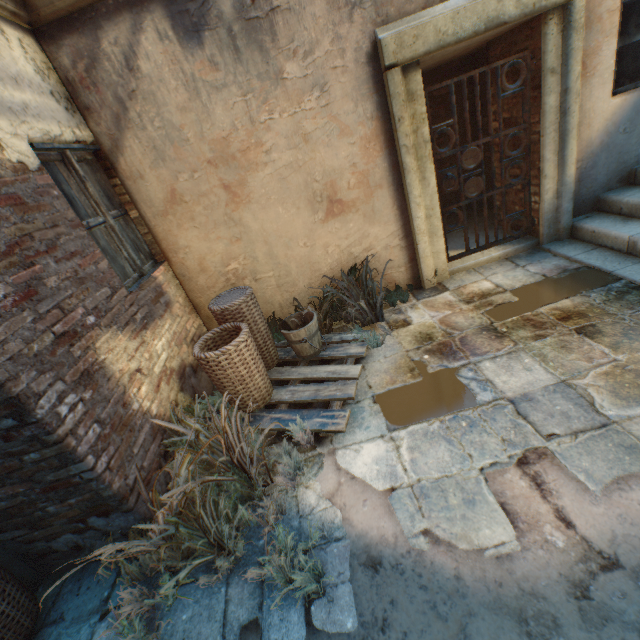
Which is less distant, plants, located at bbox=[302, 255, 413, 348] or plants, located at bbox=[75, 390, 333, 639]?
plants, located at bbox=[75, 390, 333, 639]

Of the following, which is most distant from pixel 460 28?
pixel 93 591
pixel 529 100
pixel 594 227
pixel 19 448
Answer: pixel 93 591

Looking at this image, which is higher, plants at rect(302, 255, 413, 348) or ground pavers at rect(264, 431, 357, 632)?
plants at rect(302, 255, 413, 348)

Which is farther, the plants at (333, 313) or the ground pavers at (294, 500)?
the plants at (333, 313)

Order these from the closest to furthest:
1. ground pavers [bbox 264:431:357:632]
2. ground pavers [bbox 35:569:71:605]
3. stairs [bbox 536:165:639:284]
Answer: ground pavers [bbox 264:431:357:632], ground pavers [bbox 35:569:71:605], stairs [bbox 536:165:639:284]

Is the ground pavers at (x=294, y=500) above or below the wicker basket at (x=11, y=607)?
below

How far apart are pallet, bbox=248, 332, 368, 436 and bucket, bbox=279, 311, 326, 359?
0.0m

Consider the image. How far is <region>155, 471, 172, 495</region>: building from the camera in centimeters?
250cm
